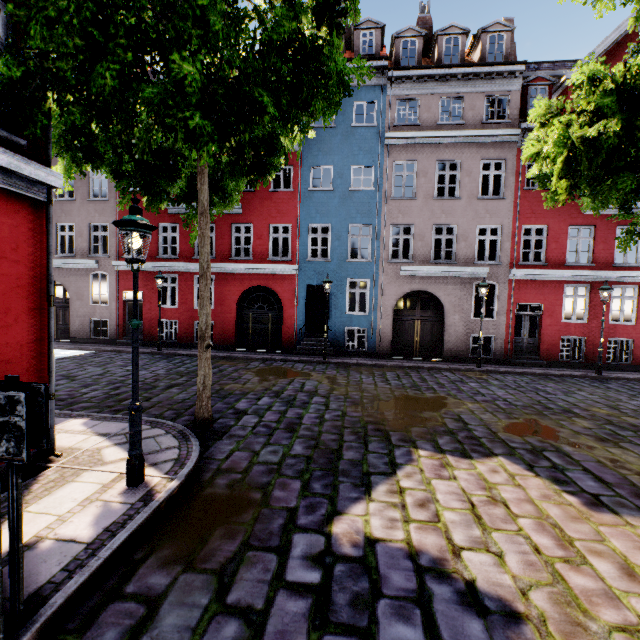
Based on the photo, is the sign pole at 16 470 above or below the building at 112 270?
below

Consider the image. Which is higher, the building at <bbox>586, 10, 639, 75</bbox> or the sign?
the building at <bbox>586, 10, 639, 75</bbox>

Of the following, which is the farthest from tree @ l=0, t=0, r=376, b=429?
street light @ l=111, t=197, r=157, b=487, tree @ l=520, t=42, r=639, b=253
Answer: tree @ l=520, t=42, r=639, b=253

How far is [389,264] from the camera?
15.62m

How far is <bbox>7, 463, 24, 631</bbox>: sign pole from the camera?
2.4m

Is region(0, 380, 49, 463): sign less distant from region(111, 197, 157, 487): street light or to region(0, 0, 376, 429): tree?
region(111, 197, 157, 487): street light

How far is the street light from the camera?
4.13m

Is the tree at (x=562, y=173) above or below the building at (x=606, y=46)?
below
